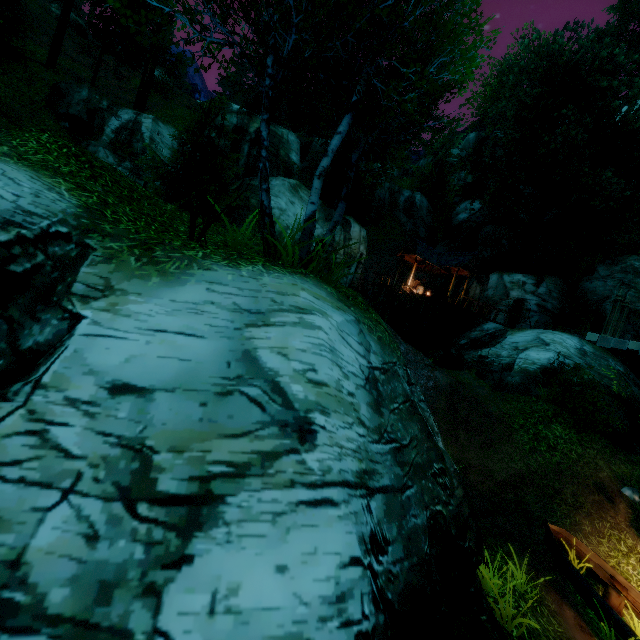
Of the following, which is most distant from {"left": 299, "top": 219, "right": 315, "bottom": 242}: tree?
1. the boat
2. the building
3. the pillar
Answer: the boat

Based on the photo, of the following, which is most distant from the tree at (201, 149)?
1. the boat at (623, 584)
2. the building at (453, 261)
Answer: the boat at (623, 584)

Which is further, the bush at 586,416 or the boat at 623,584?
the bush at 586,416

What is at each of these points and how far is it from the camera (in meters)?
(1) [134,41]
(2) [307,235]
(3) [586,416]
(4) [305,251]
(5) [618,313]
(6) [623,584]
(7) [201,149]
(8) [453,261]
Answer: (1) tree, 22.08
(2) tree, 6.55
(3) bush, 10.56
(4) tree, 6.57
(5) pillar, 18.36
(6) boat, 7.64
(7) tree, 14.49
(8) building, 25.48

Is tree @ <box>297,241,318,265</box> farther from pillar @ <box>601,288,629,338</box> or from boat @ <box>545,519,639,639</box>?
boat @ <box>545,519,639,639</box>

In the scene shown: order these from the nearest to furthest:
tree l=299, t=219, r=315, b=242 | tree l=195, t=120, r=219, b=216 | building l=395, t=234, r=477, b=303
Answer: tree l=299, t=219, r=315, b=242 → tree l=195, t=120, r=219, b=216 → building l=395, t=234, r=477, b=303

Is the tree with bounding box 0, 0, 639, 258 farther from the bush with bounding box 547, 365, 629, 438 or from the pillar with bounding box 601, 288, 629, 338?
the bush with bounding box 547, 365, 629, 438

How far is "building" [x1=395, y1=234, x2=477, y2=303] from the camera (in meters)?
24.98
